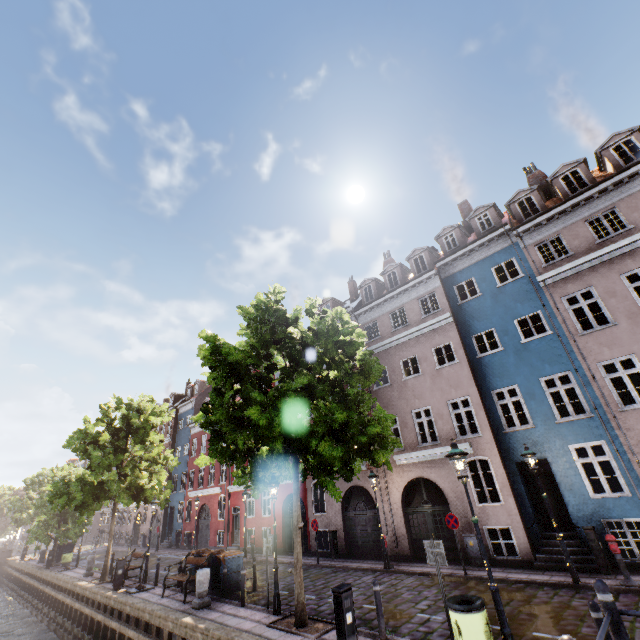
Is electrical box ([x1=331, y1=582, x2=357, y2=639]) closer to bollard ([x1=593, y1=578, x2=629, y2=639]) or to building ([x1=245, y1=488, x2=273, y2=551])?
bollard ([x1=593, y1=578, x2=629, y2=639])

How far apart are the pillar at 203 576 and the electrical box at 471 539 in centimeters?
1009cm

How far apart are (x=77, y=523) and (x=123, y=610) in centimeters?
872cm

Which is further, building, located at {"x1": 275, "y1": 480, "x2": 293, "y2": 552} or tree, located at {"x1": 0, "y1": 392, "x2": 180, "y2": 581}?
building, located at {"x1": 275, "y1": 480, "x2": 293, "y2": 552}

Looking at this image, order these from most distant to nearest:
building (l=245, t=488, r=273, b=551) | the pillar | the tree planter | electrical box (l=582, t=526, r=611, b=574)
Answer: building (l=245, t=488, r=273, b=551), the pillar, electrical box (l=582, t=526, r=611, b=574), the tree planter

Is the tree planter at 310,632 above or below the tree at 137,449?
below

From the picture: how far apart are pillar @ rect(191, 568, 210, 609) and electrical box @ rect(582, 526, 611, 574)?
13.2 meters

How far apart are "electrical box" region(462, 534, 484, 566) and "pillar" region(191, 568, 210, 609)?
10.09m
